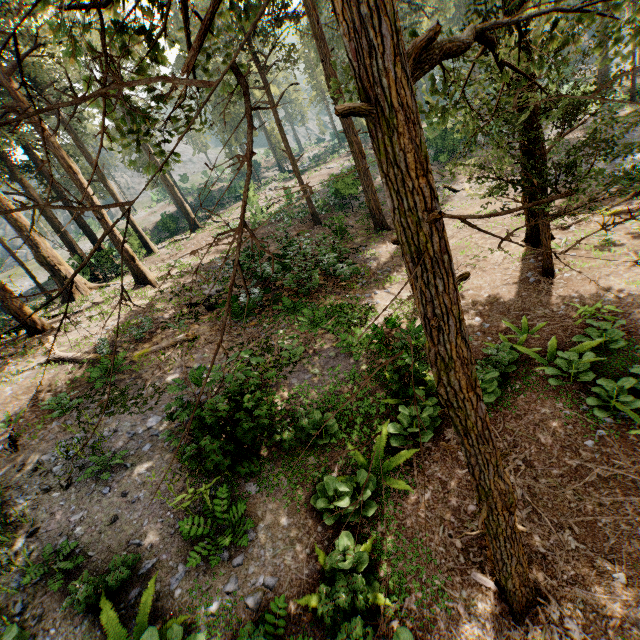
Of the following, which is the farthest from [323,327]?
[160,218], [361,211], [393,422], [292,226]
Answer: [160,218]
